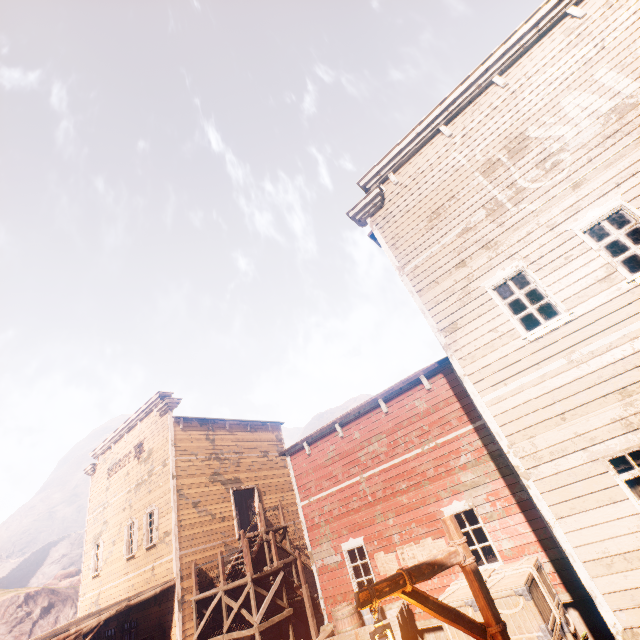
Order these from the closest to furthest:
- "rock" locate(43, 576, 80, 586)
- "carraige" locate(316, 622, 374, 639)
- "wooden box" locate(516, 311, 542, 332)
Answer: "wooden box" locate(516, 311, 542, 332) → "carraige" locate(316, 622, 374, 639) → "rock" locate(43, 576, 80, 586)

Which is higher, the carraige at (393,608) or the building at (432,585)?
the building at (432,585)

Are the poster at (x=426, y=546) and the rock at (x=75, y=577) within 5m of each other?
no

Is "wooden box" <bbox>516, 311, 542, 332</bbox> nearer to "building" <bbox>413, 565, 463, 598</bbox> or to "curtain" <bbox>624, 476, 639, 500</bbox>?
"building" <bbox>413, 565, 463, 598</bbox>

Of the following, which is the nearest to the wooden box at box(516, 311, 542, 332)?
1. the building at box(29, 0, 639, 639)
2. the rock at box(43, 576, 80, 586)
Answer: the building at box(29, 0, 639, 639)

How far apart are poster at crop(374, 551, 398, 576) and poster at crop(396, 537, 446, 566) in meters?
0.1 m

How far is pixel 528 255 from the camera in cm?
723

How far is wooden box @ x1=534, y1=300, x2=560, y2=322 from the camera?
7.2m
